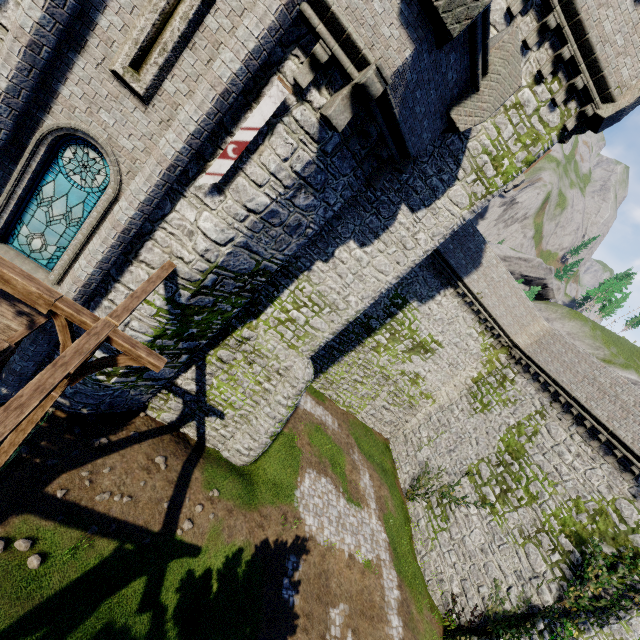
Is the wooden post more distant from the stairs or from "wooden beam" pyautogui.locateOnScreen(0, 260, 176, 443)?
"wooden beam" pyautogui.locateOnScreen(0, 260, 176, 443)

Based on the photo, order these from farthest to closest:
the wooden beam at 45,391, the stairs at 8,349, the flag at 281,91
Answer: the flag at 281,91 → the stairs at 8,349 → the wooden beam at 45,391

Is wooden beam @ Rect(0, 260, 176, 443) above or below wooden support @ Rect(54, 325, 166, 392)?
above

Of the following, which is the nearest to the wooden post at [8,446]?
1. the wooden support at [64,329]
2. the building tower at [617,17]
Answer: the wooden support at [64,329]

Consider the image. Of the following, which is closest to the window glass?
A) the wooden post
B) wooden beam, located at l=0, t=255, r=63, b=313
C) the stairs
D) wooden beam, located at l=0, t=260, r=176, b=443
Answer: wooden beam, located at l=0, t=260, r=176, b=443

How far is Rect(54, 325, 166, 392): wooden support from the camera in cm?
569

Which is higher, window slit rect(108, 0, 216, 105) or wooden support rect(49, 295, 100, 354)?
window slit rect(108, 0, 216, 105)

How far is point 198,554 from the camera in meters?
11.3
